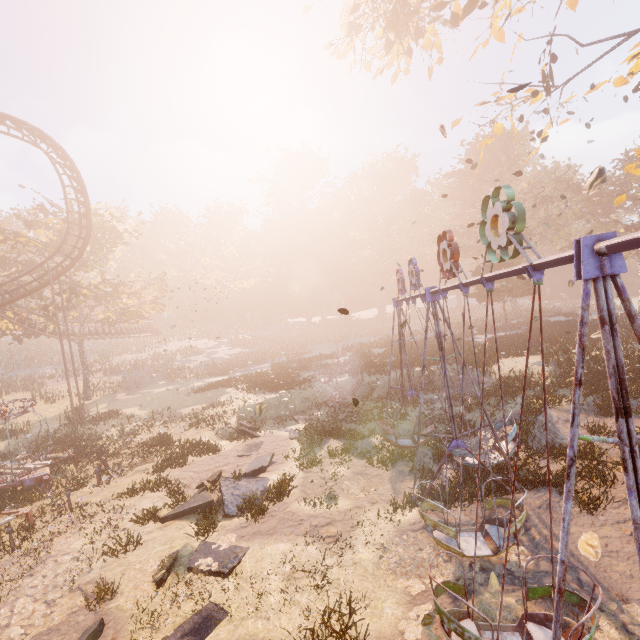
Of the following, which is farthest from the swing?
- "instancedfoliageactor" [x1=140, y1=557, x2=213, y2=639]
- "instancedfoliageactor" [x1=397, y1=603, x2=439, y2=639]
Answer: "instancedfoliageactor" [x1=140, y1=557, x2=213, y2=639]

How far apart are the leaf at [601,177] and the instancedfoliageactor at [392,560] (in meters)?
7.28

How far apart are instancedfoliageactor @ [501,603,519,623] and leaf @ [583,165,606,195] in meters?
6.7

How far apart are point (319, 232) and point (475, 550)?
57.80m

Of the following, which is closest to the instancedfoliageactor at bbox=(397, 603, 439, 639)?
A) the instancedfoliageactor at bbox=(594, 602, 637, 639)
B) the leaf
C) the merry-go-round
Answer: the instancedfoliageactor at bbox=(594, 602, 637, 639)

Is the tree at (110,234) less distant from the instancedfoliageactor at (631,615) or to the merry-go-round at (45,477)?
the merry-go-round at (45,477)

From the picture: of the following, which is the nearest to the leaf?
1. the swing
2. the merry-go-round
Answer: the swing

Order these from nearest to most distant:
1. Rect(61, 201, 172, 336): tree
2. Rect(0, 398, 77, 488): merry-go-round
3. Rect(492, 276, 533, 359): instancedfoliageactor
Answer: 1. Rect(0, 398, 77, 488): merry-go-round
2. Rect(492, 276, 533, 359): instancedfoliageactor
3. Rect(61, 201, 172, 336): tree
